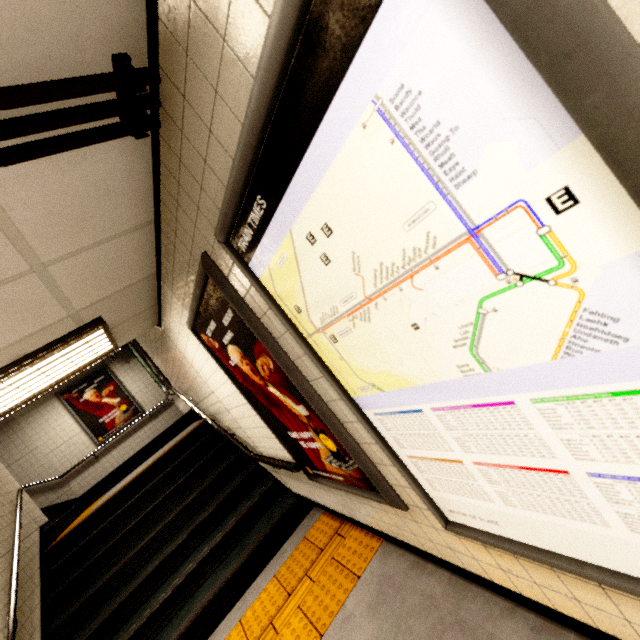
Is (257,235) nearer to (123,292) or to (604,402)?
(604,402)

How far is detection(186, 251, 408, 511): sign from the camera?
1.7m

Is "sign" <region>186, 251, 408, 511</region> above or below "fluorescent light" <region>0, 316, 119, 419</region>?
below

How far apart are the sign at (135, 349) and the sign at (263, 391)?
4.6m

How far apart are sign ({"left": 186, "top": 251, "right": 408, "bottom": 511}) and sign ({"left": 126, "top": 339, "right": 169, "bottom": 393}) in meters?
4.6

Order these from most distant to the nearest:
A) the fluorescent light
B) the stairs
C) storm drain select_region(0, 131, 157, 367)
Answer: the stairs
the fluorescent light
storm drain select_region(0, 131, 157, 367)

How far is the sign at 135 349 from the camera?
6.8m

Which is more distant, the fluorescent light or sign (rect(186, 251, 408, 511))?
the fluorescent light
